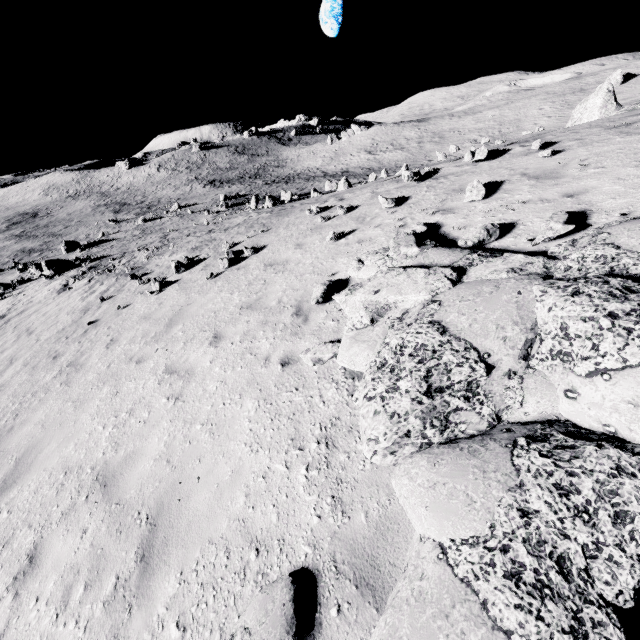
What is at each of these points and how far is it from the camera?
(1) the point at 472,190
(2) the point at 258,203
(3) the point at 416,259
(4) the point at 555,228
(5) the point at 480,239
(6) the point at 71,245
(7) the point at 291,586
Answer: (1) stone, 7.2m
(2) stone, 31.2m
(3) stone, 5.6m
(4) stone, 4.8m
(5) stone, 5.5m
(6) stone, 34.0m
(7) stone, 2.8m

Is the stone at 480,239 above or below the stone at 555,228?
below

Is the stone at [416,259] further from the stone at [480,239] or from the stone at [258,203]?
the stone at [258,203]

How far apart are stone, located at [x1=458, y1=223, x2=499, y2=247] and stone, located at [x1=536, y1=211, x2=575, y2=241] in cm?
67

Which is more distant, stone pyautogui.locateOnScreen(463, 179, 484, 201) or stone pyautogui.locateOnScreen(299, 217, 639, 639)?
stone pyautogui.locateOnScreen(463, 179, 484, 201)

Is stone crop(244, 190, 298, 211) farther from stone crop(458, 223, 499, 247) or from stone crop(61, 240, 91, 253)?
stone crop(458, 223, 499, 247)

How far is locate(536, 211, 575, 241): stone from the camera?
4.8 meters

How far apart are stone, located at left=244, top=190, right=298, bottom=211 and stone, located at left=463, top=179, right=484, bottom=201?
26.8m
